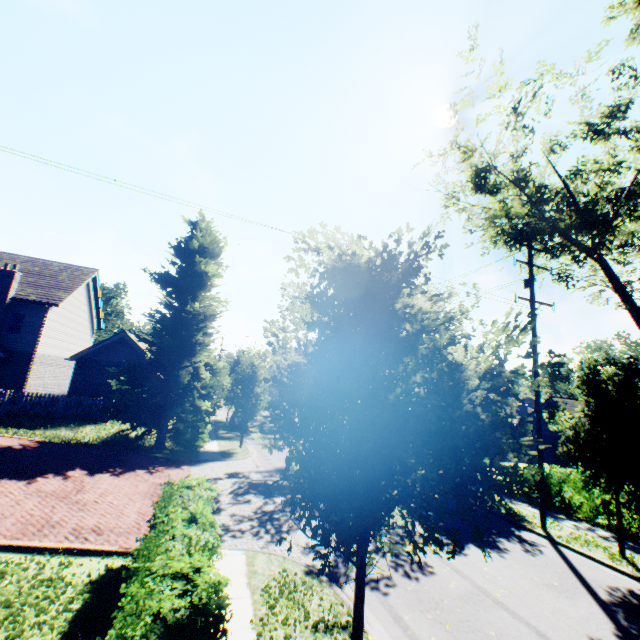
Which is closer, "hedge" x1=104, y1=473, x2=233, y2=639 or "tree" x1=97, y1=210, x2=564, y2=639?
"hedge" x1=104, y1=473, x2=233, y2=639

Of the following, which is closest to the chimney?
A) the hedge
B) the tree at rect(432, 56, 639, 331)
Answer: the tree at rect(432, 56, 639, 331)

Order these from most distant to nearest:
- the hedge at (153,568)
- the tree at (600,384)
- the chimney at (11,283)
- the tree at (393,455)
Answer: the chimney at (11,283) → the tree at (600,384) → the tree at (393,455) → the hedge at (153,568)

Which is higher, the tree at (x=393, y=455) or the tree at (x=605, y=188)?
the tree at (x=605, y=188)

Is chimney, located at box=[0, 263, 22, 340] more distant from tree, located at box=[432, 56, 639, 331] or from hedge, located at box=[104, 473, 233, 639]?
hedge, located at box=[104, 473, 233, 639]

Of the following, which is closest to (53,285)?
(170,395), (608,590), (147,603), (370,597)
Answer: (170,395)
